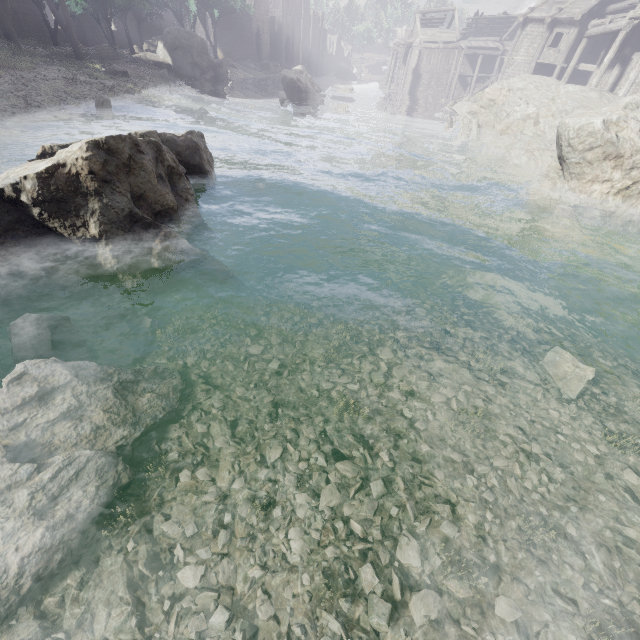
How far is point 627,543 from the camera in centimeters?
314cm

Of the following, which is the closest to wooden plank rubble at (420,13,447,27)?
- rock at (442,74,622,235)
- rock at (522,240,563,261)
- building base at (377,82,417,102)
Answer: building base at (377,82,417,102)

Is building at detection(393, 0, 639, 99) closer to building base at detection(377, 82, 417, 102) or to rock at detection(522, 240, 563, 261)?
building base at detection(377, 82, 417, 102)

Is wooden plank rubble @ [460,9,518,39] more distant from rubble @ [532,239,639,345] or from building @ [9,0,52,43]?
rubble @ [532,239,639,345]

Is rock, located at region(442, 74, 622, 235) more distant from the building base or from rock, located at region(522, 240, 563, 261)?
the building base

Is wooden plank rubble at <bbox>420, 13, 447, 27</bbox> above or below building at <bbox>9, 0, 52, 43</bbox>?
above

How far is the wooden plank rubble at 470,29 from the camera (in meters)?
42.09

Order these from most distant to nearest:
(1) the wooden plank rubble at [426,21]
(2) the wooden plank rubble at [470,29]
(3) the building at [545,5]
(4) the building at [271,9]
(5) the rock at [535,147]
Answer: (4) the building at [271,9] → (1) the wooden plank rubble at [426,21] → (2) the wooden plank rubble at [470,29] → (3) the building at [545,5] → (5) the rock at [535,147]
